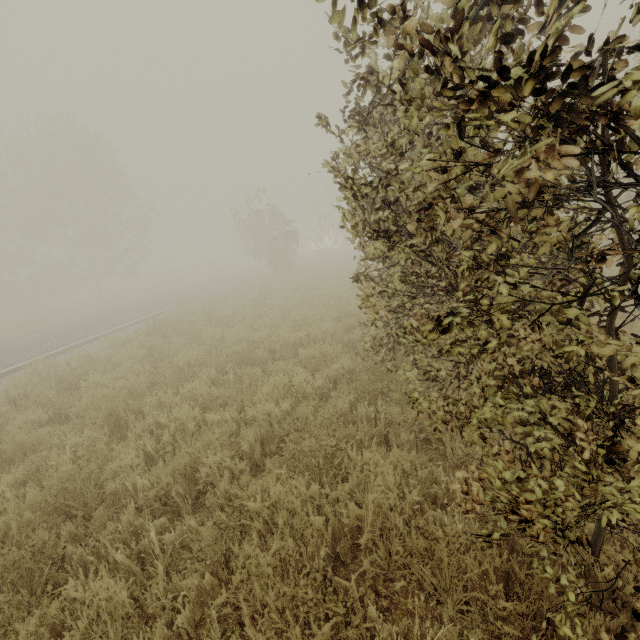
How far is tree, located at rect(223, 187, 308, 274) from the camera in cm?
2191

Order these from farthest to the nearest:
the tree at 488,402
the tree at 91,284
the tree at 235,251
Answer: the tree at 91,284
the tree at 235,251
the tree at 488,402

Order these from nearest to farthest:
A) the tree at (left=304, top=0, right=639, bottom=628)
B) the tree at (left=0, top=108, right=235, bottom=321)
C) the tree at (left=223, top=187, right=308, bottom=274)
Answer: the tree at (left=304, top=0, right=639, bottom=628), the tree at (left=223, top=187, right=308, bottom=274), the tree at (left=0, top=108, right=235, bottom=321)

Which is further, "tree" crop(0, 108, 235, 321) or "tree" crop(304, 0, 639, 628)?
"tree" crop(0, 108, 235, 321)

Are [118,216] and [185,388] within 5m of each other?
no

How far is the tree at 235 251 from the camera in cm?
2191
